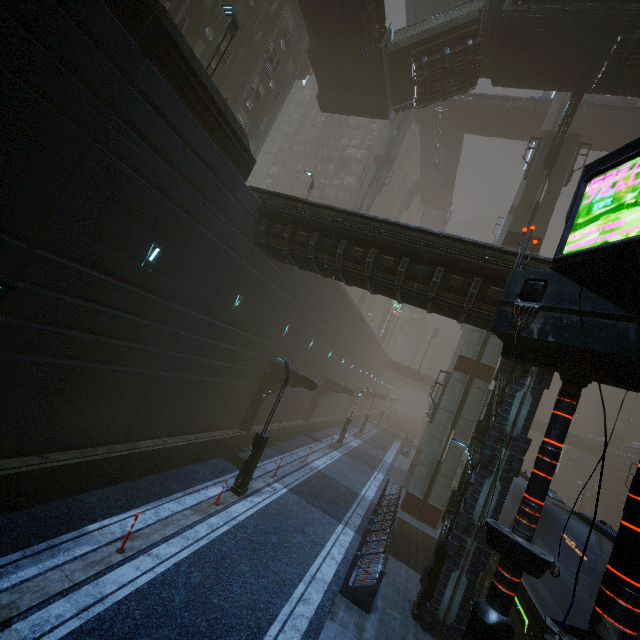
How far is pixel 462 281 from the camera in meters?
11.7 m

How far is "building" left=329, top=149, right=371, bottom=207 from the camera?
59.0 meters

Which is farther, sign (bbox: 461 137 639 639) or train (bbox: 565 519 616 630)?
train (bbox: 565 519 616 630)

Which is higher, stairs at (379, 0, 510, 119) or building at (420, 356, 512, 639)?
stairs at (379, 0, 510, 119)

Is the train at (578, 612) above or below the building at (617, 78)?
below

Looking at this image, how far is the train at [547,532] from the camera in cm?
1146

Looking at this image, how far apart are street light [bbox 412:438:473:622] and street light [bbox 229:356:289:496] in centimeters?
662cm

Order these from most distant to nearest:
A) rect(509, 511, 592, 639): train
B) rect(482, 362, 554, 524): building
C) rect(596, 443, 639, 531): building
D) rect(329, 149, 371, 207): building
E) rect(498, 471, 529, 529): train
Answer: rect(329, 149, 371, 207): building, rect(596, 443, 639, 531): building, rect(498, 471, 529, 529): train, rect(482, 362, 554, 524): building, rect(509, 511, 592, 639): train
